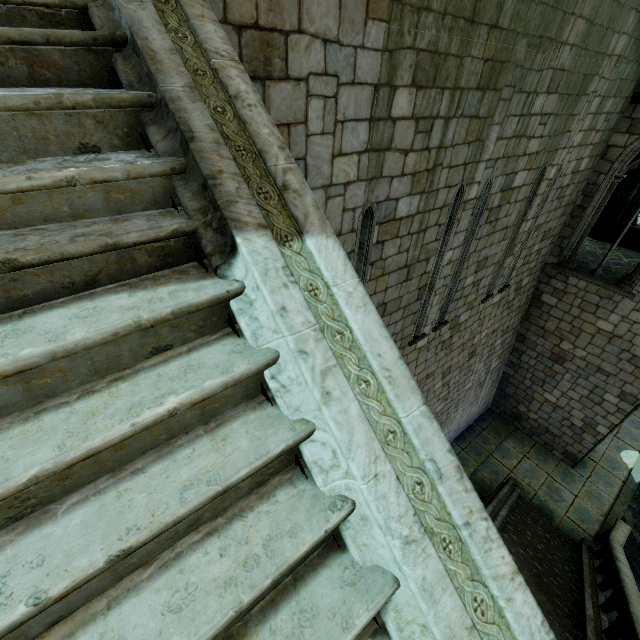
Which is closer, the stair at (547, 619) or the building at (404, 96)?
the stair at (547, 619)

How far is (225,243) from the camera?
1.6m

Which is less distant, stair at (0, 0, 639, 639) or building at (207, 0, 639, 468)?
stair at (0, 0, 639, 639)
